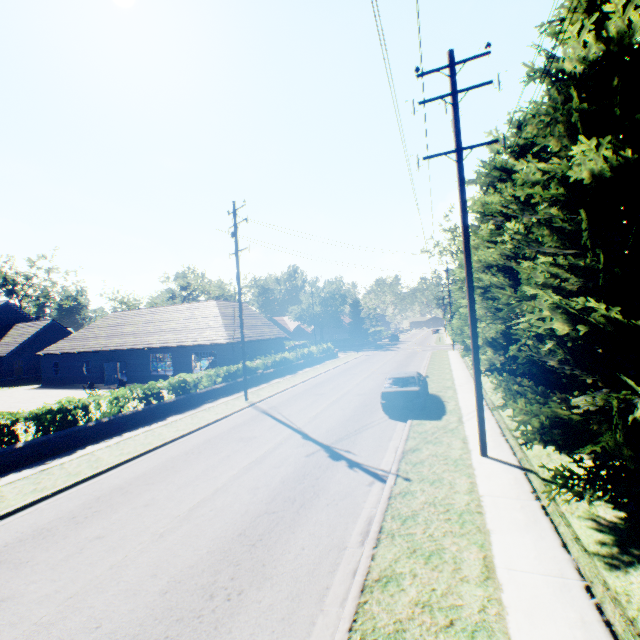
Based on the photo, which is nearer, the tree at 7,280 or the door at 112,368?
the door at 112,368

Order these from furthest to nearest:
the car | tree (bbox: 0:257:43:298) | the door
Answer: tree (bbox: 0:257:43:298), the door, the car

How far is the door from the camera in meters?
30.8 m

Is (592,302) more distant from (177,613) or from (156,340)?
(156,340)

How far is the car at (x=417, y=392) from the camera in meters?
13.7

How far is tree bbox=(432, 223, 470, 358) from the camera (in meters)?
17.74

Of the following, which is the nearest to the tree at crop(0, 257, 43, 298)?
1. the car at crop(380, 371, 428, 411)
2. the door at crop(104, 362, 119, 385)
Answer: the car at crop(380, 371, 428, 411)

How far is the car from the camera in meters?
13.7 m
